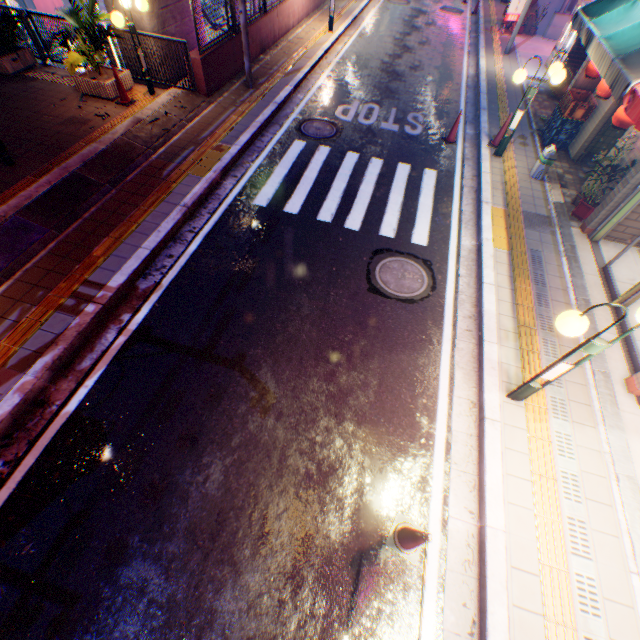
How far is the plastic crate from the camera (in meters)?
8.72

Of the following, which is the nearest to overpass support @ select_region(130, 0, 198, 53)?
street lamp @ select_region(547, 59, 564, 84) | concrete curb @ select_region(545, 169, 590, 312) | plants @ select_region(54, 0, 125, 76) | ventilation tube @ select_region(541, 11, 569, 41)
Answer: plants @ select_region(54, 0, 125, 76)

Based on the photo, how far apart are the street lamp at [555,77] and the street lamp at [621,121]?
1.36m

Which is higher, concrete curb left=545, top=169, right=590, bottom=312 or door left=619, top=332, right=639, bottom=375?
door left=619, top=332, right=639, bottom=375

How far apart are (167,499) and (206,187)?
6.2 meters

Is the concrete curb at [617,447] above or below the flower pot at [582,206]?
below

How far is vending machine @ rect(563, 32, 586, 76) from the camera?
11.6 meters

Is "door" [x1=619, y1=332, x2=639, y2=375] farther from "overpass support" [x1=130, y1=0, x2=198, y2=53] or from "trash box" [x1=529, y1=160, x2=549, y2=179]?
"overpass support" [x1=130, y1=0, x2=198, y2=53]
